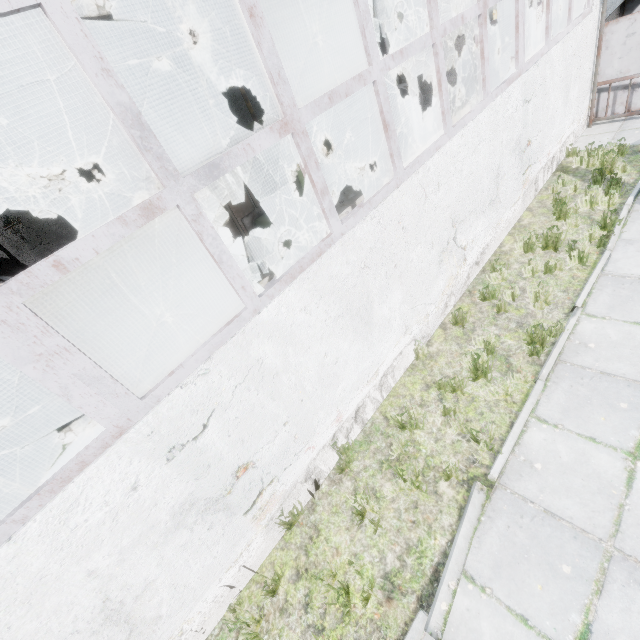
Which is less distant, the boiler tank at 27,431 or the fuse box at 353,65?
the boiler tank at 27,431

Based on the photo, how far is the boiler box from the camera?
12.7 meters

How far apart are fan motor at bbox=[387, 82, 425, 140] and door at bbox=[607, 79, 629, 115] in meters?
6.8

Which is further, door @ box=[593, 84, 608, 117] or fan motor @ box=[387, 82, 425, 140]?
fan motor @ box=[387, 82, 425, 140]

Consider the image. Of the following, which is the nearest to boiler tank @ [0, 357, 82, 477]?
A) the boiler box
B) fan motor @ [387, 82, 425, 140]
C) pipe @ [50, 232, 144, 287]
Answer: pipe @ [50, 232, 144, 287]

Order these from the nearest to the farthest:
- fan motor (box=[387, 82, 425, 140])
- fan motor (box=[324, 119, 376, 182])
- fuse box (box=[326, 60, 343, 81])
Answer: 1. fan motor (box=[324, 119, 376, 182])
2. fan motor (box=[387, 82, 425, 140])
3. fuse box (box=[326, 60, 343, 81])

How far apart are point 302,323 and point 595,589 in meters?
3.6 m

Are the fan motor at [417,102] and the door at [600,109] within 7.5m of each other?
yes
